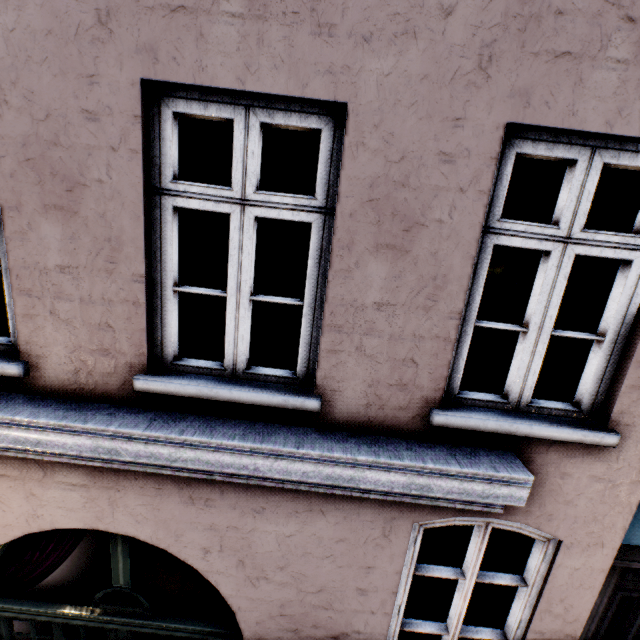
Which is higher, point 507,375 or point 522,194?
point 522,194
